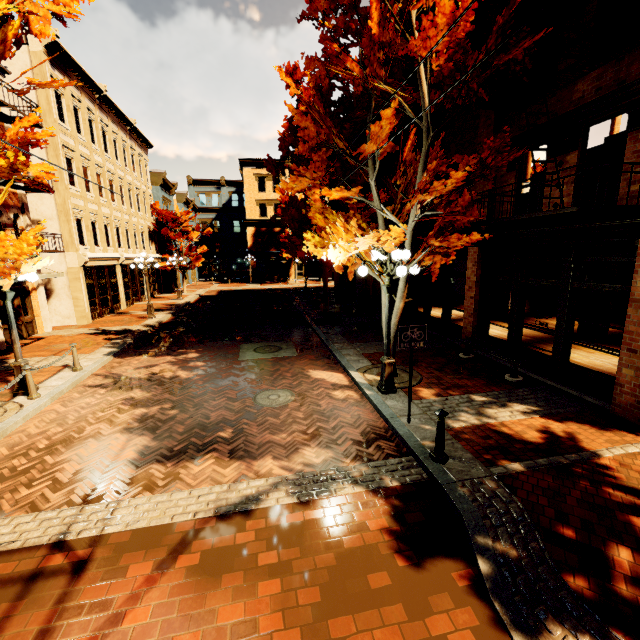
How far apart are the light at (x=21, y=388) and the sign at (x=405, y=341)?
8.66m

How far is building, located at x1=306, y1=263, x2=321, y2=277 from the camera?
43.3m

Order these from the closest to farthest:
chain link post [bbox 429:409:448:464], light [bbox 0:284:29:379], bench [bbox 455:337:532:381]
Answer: chain link post [bbox 429:409:448:464] < light [bbox 0:284:29:379] < bench [bbox 455:337:532:381]

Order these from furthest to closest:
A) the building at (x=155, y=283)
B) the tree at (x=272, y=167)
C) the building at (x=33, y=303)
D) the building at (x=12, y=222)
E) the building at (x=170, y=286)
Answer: the building at (x=170, y=286), the building at (x=155, y=283), the tree at (x=272, y=167), the building at (x=33, y=303), the building at (x=12, y=222)

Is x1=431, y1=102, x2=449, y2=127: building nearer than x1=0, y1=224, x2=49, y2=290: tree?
No

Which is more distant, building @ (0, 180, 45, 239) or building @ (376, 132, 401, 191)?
building @ (376, 132, 401, 191)

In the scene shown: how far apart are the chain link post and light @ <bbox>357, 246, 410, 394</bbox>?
2.4 meters

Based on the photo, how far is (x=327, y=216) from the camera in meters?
9.1
